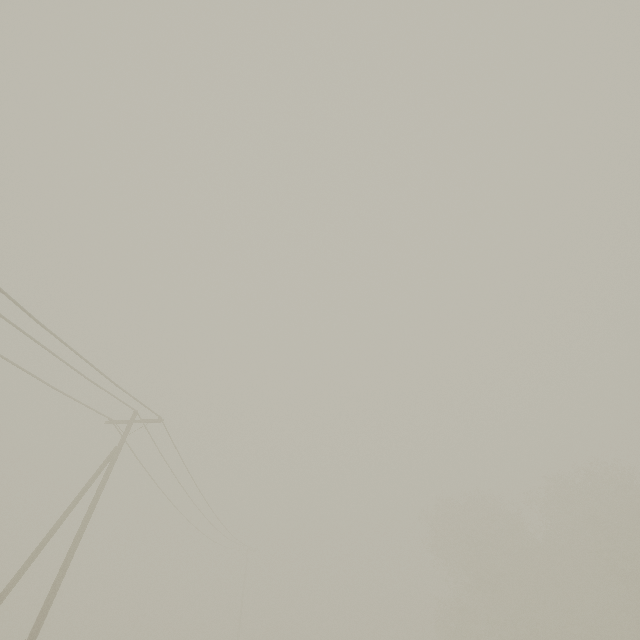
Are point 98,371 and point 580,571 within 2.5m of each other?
no
